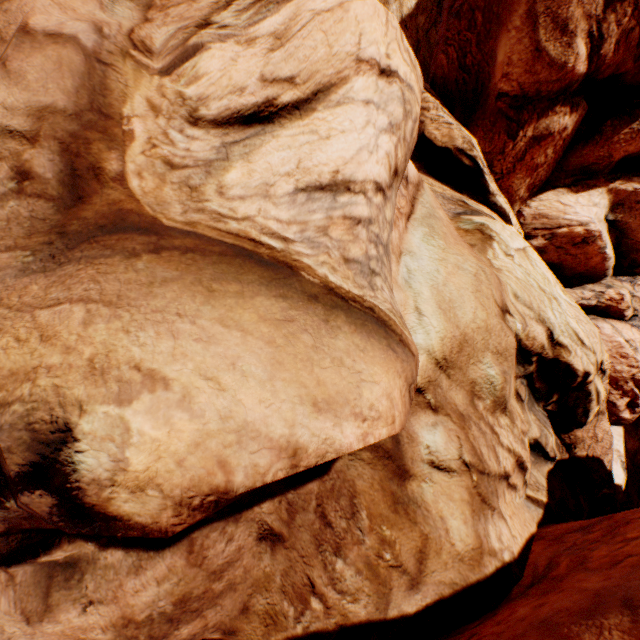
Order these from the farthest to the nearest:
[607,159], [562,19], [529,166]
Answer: [529,166] → [607,159] → [562,19]
